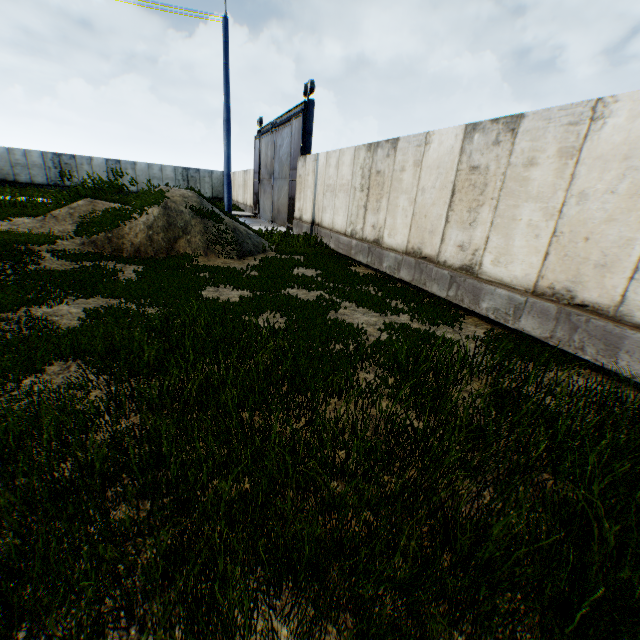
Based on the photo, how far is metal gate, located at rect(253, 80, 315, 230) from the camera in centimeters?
1571cm

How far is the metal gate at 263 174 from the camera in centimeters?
1571cm

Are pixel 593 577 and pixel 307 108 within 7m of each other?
no
